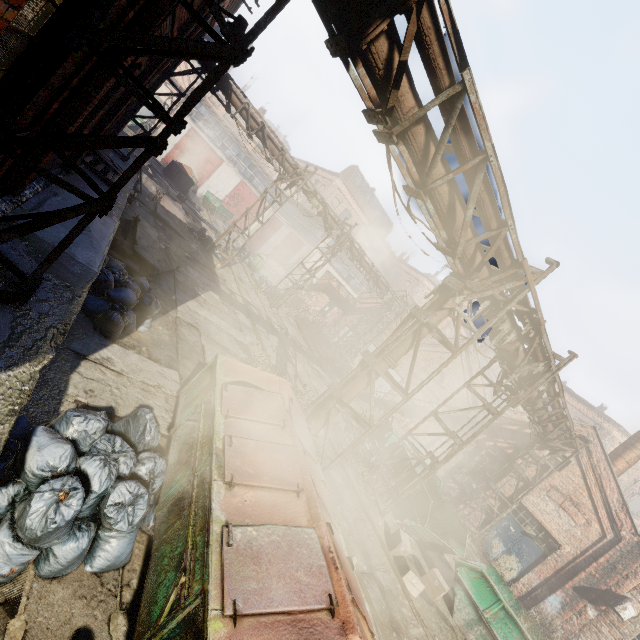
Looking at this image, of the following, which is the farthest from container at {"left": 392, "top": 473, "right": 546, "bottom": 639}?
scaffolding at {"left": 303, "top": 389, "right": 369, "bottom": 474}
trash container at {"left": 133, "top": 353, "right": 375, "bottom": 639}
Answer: trash container at {"left": 133, "top": 353, "right": 375, "bottom": 639}

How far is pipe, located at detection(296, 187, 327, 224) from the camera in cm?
1665

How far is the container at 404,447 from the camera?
12.1m

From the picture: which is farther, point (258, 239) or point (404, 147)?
point (258, 239)

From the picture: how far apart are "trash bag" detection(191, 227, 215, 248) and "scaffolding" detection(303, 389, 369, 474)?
12.2m

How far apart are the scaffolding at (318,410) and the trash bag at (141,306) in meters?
3.5 m

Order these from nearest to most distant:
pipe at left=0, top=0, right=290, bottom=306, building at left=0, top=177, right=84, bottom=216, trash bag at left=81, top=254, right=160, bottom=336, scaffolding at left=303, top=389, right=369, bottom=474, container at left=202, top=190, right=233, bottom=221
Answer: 1. pipe at left=0, top=0, right=290, bottom=306
2. building at left=0, top=177, right=84, bottom=216
3. trash bag at left=81, top=254, right=160, bottom=336
4. scaffolding at left=303, top=389, right=369, bottom=474
5. container at left=202, top=190, right=233, bottom=221

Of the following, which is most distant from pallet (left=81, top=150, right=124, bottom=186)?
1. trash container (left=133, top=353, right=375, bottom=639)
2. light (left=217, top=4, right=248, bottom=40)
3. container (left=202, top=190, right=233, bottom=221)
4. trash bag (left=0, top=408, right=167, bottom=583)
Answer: container (left=202, top=190, right=233, bottom=221)
